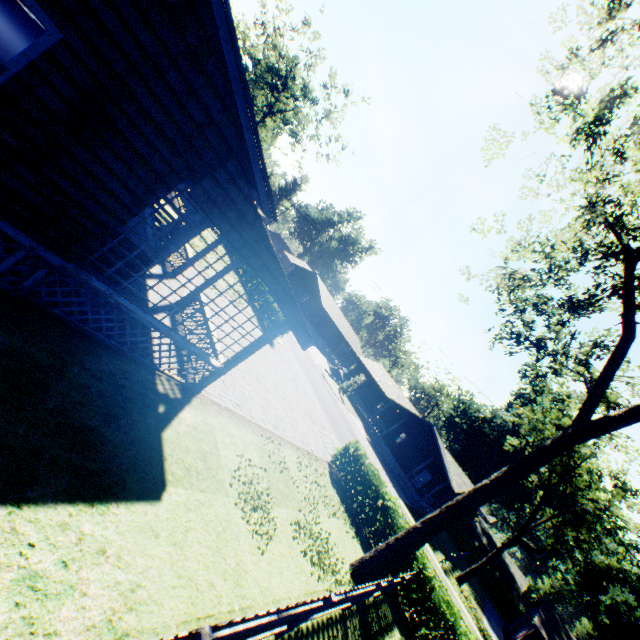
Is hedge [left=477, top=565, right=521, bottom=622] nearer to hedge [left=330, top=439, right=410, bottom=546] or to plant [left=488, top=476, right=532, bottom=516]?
plant [left=488, top=476, right=532, bottom=516]

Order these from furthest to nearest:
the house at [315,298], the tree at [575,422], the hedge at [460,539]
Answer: the house at [315,298]
the hedge at [460,539]
the tree at [575,422]

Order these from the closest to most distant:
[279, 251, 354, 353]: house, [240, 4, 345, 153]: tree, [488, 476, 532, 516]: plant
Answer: [240, 4, 345, 153]: tree
[488, 476, 532, 516]: plant
[279, 251, 354, 353]: house

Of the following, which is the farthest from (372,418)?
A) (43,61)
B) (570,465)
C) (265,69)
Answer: (265,69)

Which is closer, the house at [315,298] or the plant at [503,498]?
the plant at [503,498]

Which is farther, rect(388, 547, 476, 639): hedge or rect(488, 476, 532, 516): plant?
rect(488, 476, 532, 516): plant

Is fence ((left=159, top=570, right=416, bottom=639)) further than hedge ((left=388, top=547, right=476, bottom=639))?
No

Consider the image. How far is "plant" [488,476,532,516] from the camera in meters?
49.2 m
